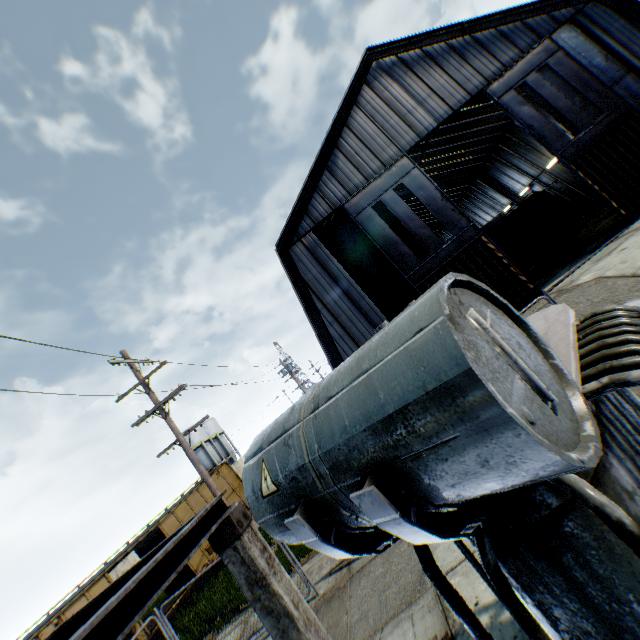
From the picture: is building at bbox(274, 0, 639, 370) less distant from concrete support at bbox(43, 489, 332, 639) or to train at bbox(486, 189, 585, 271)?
train at bbox(486, 189, 585, 271)

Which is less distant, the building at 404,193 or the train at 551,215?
A: the train at 551,215

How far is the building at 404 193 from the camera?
35.8m

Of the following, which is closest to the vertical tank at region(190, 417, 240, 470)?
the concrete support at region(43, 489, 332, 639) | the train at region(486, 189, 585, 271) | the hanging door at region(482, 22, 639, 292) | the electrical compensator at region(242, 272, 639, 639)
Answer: the train at region(486, 189, 585, 271)

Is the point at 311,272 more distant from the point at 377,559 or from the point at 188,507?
the point at 188,507

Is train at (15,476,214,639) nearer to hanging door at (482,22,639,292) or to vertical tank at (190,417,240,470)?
hanging door at (482,22,639,292)

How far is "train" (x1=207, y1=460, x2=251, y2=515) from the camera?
18.98m

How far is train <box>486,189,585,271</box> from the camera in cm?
2002
